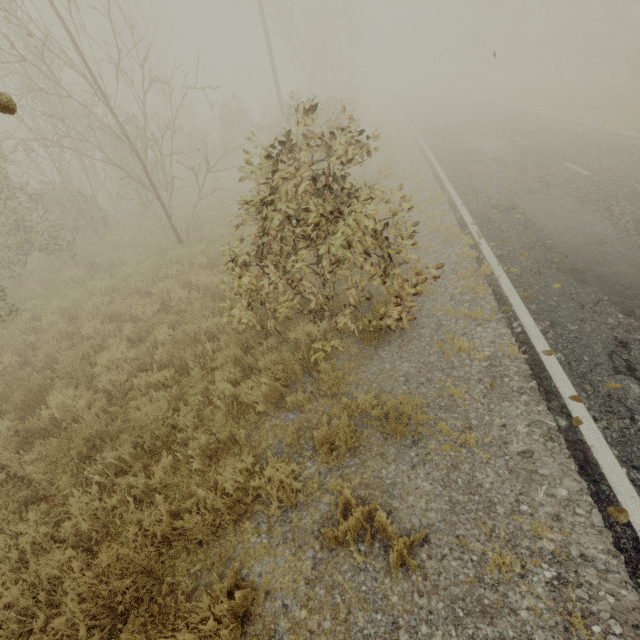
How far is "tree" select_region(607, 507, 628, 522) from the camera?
2.8m

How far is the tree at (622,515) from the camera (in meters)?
2.80

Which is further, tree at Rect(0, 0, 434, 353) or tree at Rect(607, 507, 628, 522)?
tree at Rect(0, 0, 434, 353)

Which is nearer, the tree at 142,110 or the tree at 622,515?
the tree at 622,515

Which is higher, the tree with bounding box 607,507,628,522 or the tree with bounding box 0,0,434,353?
the tree with bounding box 0,0,434,353

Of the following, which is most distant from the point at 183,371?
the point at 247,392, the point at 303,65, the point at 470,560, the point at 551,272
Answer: the point at 303,65
